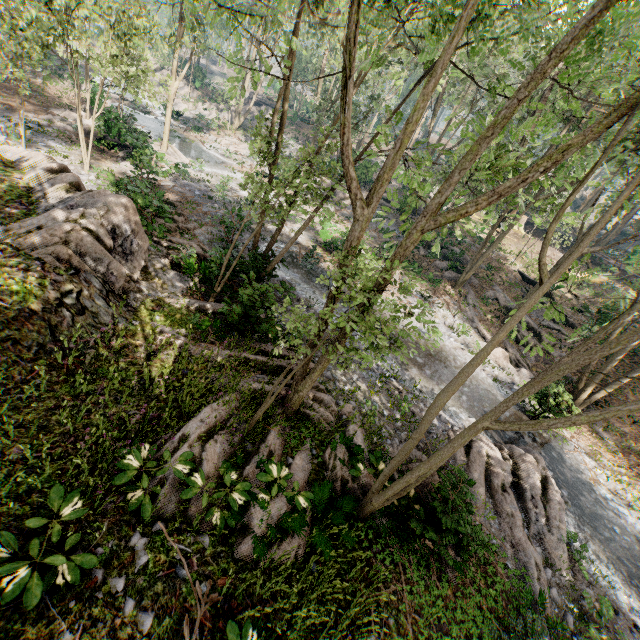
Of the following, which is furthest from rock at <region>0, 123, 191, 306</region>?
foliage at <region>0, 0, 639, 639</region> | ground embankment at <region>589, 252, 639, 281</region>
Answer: ground embankment at <region>589, 252, 639, 281</region>

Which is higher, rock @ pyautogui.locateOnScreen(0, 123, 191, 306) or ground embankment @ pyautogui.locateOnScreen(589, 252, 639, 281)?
ground embankment @ pyautogui.locateOnScreen(589, 252, 639, 281)

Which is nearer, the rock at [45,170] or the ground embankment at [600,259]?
the rock at [45,170]

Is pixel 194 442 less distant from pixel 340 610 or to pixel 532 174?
pixel 340 610

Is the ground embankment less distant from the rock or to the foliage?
the foliage

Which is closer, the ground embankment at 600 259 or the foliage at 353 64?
the foliage at 353 64

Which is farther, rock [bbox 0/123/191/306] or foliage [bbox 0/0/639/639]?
rock [bbox 0/123/191/306]
